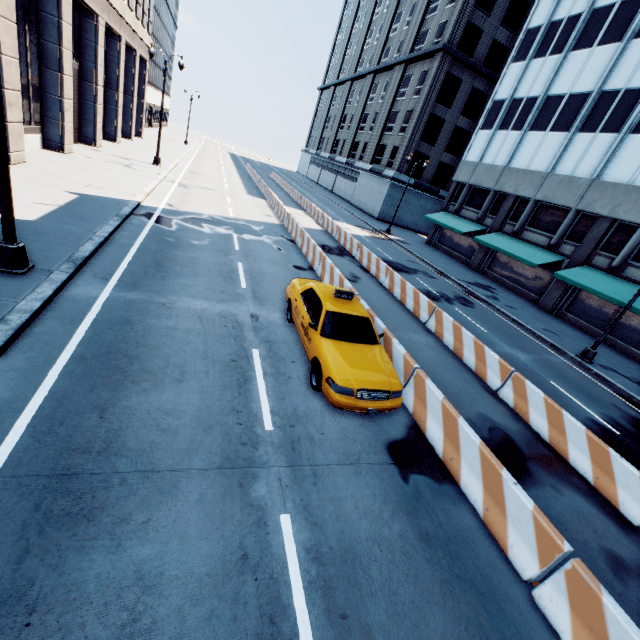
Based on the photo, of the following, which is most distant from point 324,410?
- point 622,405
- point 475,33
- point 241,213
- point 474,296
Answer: point 475,33

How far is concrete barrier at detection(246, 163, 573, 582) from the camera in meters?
4.7

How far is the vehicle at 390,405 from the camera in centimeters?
644cm

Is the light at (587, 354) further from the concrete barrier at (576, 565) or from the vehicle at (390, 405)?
the vehicle at (390, 405)

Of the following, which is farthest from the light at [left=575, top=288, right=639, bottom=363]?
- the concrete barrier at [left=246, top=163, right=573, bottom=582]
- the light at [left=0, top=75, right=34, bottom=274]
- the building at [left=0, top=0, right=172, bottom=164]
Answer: the building at [left=0, top=0, right=172, bottom=164]

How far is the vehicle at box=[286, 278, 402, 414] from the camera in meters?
6.4

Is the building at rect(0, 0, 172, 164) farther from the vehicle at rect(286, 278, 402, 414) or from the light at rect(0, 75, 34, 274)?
the vehicle at rect(286, 278, 402, 414)

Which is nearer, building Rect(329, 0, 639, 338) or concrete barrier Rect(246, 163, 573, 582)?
concrete barrier Rect(246, 163, 573, 582)
